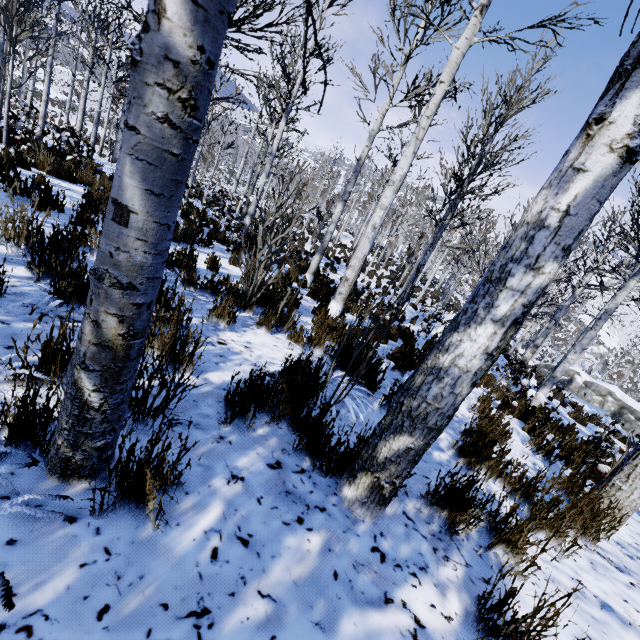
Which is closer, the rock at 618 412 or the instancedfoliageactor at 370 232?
the instancedfoliageactor at 370 232

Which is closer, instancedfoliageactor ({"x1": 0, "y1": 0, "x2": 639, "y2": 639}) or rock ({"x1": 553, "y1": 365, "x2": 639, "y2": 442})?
instancedfoliageactor ({"x1": 0, "y1": 0, "x2": 639, "y2": 639})

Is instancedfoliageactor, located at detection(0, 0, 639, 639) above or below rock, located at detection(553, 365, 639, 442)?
above

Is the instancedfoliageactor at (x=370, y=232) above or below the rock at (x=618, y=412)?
above

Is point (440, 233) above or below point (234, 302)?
above
